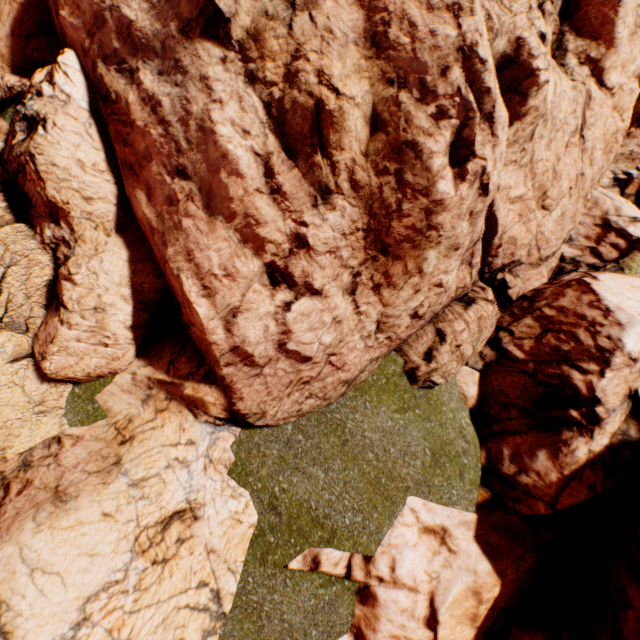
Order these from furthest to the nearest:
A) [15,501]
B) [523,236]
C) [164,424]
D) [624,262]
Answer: [624,262] → [523,236] → [164,424] → [15,501]
